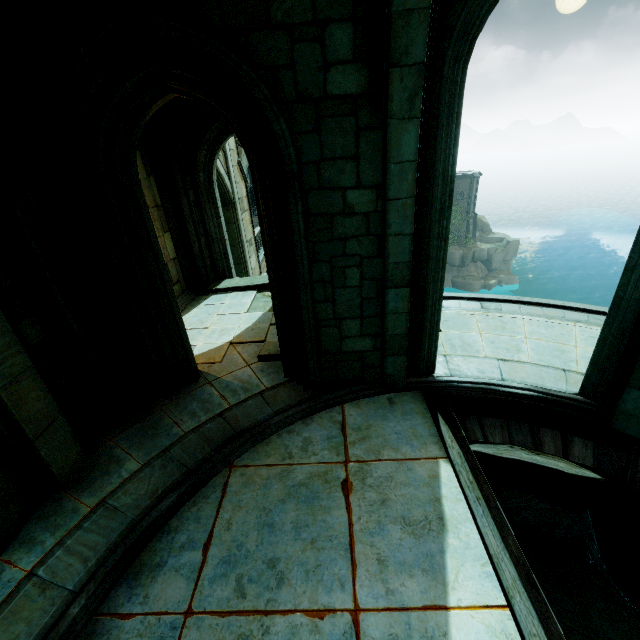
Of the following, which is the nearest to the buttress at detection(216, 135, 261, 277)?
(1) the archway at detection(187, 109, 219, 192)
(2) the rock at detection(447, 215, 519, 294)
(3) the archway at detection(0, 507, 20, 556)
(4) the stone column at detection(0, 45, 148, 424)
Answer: (1) the archway at detection(187, 109, 219, 192)

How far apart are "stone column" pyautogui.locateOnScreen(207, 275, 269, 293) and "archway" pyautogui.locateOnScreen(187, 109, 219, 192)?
2.82m

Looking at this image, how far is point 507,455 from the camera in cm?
476

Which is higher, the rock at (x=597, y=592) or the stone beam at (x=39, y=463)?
the stone beam at (x=39, y=463)

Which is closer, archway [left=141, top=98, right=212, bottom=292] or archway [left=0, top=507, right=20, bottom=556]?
archway [left=0, top=507, right=20, bottom=556]

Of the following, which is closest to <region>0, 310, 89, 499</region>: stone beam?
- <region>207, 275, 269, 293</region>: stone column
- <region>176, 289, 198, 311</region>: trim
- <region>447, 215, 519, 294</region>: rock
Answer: <region>176, 289, 198, 311</region>: trim

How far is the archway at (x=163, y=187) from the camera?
8.37m

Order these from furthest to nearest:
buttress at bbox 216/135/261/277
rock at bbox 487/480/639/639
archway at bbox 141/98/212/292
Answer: buttress at bbox 216/135/261/277
archway at bbox 141/98/212/292
rock at bbox 487/480/639/639
